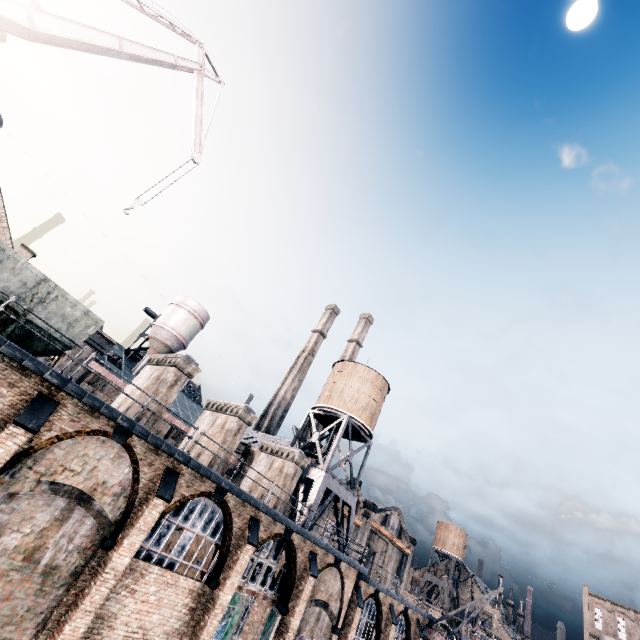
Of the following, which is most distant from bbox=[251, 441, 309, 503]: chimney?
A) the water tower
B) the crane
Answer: the crane

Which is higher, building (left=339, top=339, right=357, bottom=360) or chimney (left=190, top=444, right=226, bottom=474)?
building (left=339, top=339, right=357, bottom=360)

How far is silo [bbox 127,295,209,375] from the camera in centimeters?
3825cm

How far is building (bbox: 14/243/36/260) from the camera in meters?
33.1

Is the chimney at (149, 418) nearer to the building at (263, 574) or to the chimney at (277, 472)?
the building at (263, 574)

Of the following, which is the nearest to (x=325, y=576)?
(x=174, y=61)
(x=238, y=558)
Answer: (x=238, y=558)

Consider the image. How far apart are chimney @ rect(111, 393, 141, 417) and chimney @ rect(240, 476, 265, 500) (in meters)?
10.40

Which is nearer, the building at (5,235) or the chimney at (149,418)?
the chimney at (149,418)
